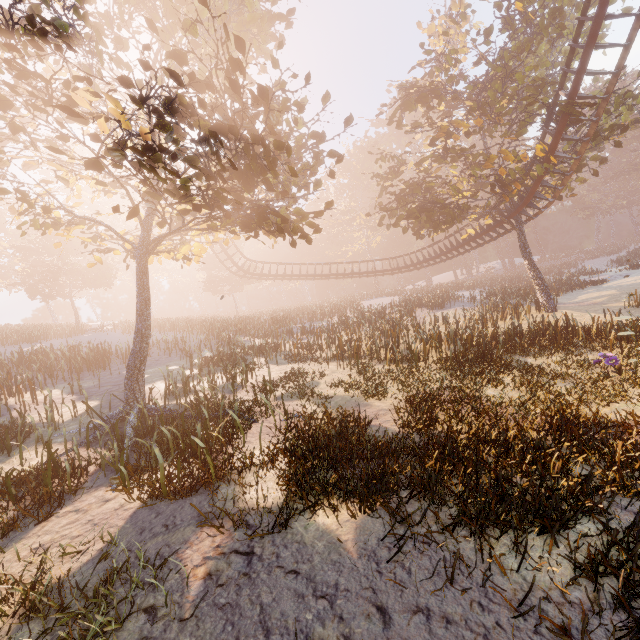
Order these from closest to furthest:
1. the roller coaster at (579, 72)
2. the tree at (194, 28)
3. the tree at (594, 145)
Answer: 1. the tree at (194, 28)
2. the roller coaster at (579, 72)
3. the tree at (594, 145)

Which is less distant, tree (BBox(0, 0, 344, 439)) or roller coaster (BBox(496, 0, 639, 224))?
tree (BBox(0, 0, 344, 439))

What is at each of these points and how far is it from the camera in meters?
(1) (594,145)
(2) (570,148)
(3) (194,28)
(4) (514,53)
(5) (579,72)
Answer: (1) tree, 18.4 m
(2) tree, 16.7 m
(3) tree, 7.0 m
(4) tree, 18.8 m
(5) roller coaster, 13.9 m

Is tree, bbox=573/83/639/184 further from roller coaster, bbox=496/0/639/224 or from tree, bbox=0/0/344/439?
tree, bbox=0/0/344/439

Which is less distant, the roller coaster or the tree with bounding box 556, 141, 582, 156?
the roller coaster

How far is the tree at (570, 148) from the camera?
16.8 meters
